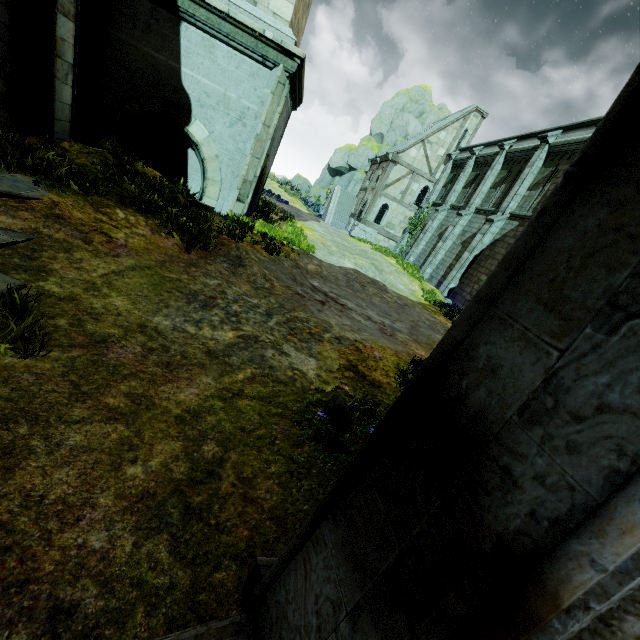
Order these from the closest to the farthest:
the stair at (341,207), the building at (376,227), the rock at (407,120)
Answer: the building at (376,227), the stair at (341,207), the rock at (407,120)

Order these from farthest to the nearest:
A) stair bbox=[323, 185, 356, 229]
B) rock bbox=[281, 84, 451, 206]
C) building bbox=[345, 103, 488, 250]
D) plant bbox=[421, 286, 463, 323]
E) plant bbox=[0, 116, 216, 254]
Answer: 1. rock bbox=[281, 84, 451, 206]
2. stair bbox=[323, 185, 356, 229]
3. building bbox=[345, 103, 488, 250]
4. plant bbox=[421, 286, 463, 323]
5. plant bbox=[0, 116, 216, 254]

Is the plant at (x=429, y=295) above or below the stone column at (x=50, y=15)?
below

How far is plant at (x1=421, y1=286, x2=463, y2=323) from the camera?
14.0m

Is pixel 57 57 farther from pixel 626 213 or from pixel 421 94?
pixel 421 94

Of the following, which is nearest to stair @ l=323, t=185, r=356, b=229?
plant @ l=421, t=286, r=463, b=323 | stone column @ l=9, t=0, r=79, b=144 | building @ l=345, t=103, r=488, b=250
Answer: building @ l=345, t=103, r=488, b=250

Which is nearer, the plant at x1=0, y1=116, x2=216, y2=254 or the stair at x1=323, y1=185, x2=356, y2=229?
the plant at x1=0, y1=116, x2=216, y2=254

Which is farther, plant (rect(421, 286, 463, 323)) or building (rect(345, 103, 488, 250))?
building (rect(345, 103, 488, 250))
